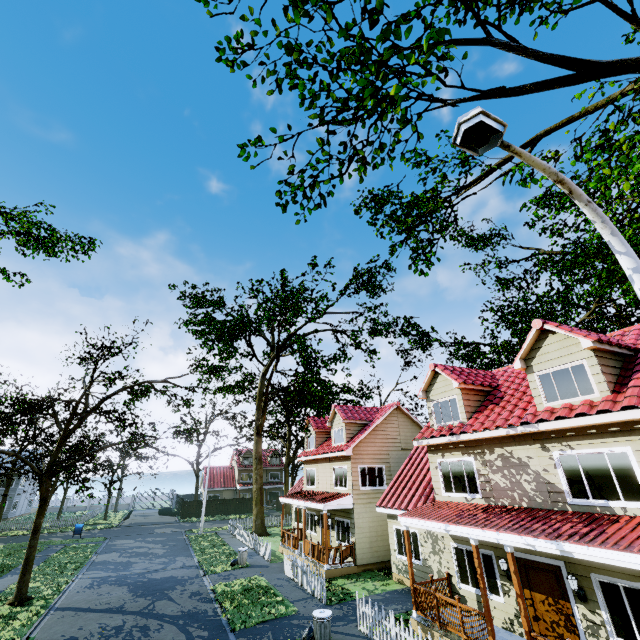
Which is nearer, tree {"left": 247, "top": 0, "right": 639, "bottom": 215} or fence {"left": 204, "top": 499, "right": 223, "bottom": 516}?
tree {"left": 247, "top": 0, "right": 639, "bottom": 215}

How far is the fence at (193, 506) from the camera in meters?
45.3

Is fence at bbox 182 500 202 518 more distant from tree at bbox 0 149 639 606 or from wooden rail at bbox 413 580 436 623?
wooden rail at bbox 413 580 436 623

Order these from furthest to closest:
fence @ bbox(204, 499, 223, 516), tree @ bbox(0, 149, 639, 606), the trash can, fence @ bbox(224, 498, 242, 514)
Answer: fence @ bbox(224, 498, 242, 514), fence @ bbox(204, 499, 223, 516), tree @ bbox(0, 149, 639, 606), the trash can

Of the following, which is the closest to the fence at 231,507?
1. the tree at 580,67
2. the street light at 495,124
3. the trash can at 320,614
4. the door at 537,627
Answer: the tree at 580,67

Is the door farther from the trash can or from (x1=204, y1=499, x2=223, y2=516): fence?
the trash can

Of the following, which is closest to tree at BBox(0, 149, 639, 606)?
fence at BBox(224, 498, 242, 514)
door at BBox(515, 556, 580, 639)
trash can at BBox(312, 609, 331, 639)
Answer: fence at BBox(224, 498, 242, 514)

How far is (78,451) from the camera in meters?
27.5 m
